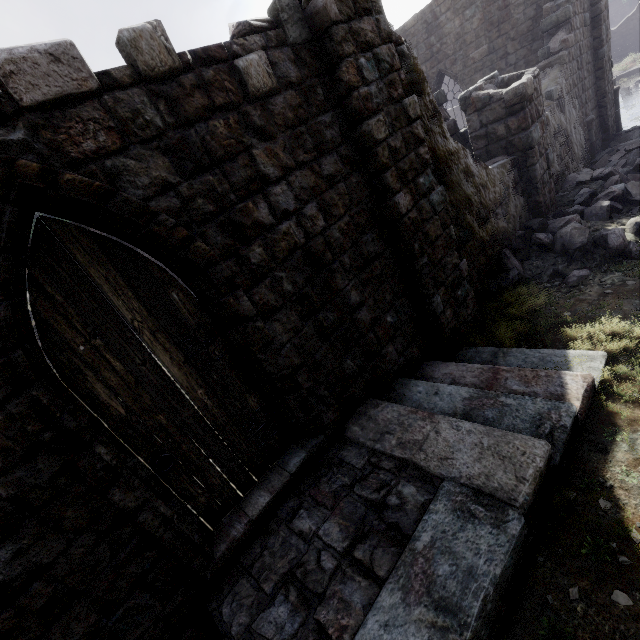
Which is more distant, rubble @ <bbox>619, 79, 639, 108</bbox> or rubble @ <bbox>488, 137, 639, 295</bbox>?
rubble @ <bbox>619, 79, 639, 108</bbox>

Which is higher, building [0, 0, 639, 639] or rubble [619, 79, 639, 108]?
building [0, 0, 639, 639]

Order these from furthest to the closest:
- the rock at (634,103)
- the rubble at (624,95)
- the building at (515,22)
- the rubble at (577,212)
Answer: the rubble at (624,95) → the rock at (634,103) → the rubble at (577,212) → the building at (515,22)

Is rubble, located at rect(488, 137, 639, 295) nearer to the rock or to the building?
the building

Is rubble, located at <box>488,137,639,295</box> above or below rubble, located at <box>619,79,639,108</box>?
above

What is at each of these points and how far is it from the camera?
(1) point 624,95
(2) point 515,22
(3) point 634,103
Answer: (1) rubble, 29.33m
(2) building, 13.70m
(3) rock, 28.06m

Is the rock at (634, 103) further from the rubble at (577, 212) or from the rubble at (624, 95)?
the rubble at (577, 212)

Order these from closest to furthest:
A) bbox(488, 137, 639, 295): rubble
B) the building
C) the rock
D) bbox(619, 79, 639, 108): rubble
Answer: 1. the building
2. bbox(488, 137, 639, 295): rubble
3. the rock
4. bbox(619, 79, 639, 108): rubble
